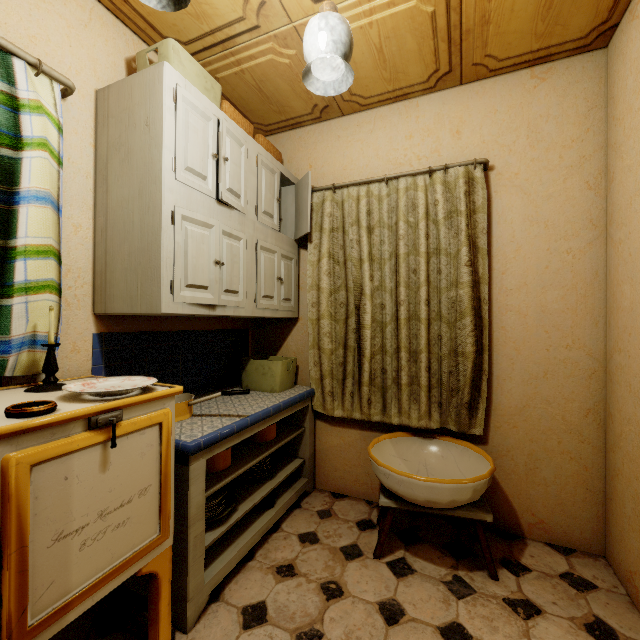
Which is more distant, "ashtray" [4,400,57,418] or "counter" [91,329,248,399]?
"counter" [91,329,248,399]

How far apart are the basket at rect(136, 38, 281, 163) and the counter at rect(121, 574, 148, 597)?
1.31m

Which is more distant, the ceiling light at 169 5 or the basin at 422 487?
the basin at 422 487

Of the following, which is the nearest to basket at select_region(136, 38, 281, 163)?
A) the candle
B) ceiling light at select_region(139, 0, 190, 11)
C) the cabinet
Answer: the cabinet

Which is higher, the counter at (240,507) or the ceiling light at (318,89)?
the ceiling light at (318,89)

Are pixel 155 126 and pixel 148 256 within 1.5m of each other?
yes

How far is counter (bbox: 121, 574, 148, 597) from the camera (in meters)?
1.44

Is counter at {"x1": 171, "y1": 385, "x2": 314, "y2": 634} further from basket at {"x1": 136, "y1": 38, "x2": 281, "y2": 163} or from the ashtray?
basket at {"x1": 136, "y1": 38, "x2": 281, "y2": 163}
